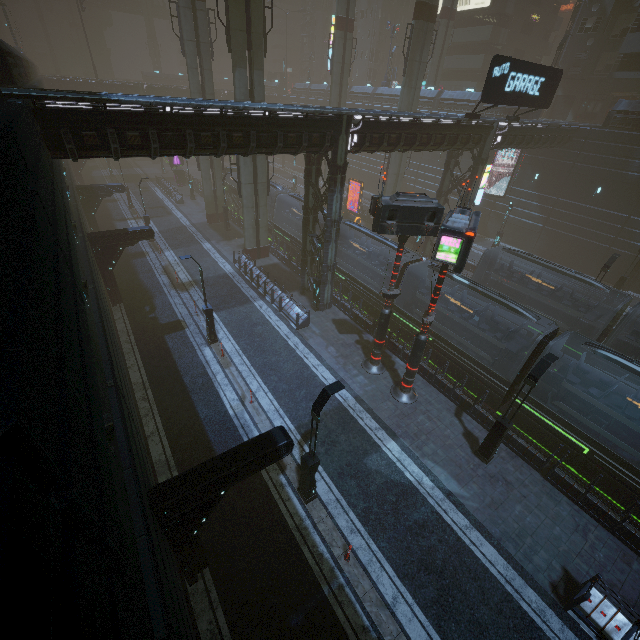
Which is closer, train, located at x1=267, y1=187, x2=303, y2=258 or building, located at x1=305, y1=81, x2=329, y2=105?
train, located at x1=267, y1=187, x2=303, y2=258

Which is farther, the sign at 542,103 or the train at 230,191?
the train at 230,191

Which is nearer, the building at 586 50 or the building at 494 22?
the building at 586 50

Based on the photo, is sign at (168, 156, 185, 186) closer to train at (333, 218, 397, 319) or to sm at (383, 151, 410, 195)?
train at (333, 218, 397, 319)

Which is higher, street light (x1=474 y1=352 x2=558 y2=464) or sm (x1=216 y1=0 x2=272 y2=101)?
sm (x1=216 y1=0 x2=272 y2=101)

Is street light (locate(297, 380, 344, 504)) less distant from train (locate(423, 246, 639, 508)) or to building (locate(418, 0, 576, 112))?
building (locate(418, 0, 576, 112))

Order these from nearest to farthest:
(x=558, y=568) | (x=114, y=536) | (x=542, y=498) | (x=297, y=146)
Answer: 1. (x=114, y=536)
2. (x=558, y=568)
3. (x=542, y=498)
4. (x=297, y=146)
